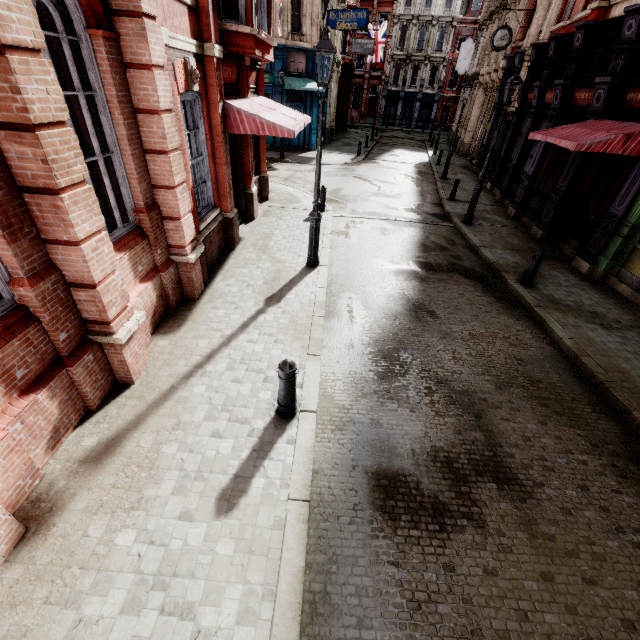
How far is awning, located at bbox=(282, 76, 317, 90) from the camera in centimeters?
2059cm

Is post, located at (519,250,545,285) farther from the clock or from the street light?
the clock

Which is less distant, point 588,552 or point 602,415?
point 588,552

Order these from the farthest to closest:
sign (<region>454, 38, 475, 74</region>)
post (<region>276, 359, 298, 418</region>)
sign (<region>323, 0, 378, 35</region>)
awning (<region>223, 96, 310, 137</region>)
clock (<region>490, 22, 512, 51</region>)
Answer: sign (<region>454, 38, 475, 74</region>)
sign (<region>323, 0, 378, 35</region>)
clock (<region>490, 22, 512, 51</region>)
awning (<region>223, 96, 310, 137</region>)
post (<region>276, 359, 298, 418</region>)

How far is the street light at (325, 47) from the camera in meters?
6.0 m

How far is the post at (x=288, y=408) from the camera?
4.0m

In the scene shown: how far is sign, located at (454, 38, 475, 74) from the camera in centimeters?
2770cm

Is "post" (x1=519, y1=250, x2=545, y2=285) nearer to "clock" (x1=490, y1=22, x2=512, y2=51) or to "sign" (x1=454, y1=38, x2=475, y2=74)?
"clock" (x1=490, y1=22, x2=512, y2=51)
